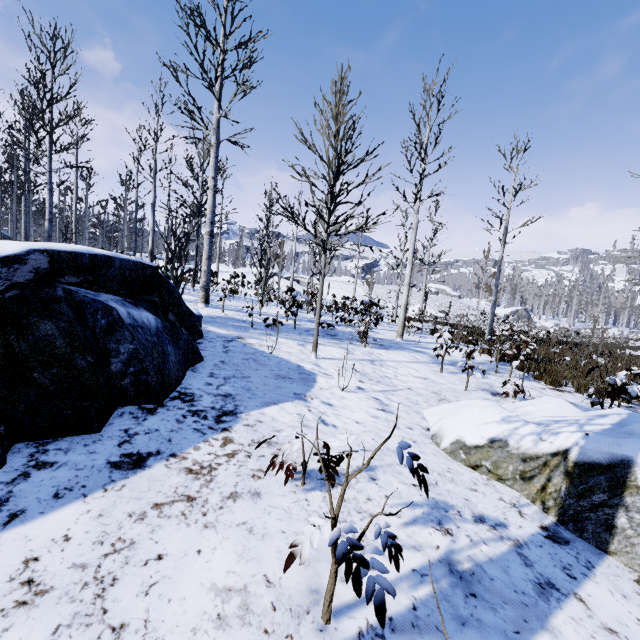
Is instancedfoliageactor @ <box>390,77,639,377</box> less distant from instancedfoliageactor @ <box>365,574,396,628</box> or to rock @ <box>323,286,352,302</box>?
instancedfoliageactor @ <box>365,574,396,628</box>

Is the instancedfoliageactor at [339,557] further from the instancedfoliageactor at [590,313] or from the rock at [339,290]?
the rock at [339,290]

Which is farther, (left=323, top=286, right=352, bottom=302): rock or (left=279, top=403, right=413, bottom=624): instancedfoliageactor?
(left=323, top=286, right=352, bottom=302): rock

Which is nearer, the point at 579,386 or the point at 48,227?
the point at 579,386

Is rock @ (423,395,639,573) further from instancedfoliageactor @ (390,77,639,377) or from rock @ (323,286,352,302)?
rock @ (323,286,352,302)

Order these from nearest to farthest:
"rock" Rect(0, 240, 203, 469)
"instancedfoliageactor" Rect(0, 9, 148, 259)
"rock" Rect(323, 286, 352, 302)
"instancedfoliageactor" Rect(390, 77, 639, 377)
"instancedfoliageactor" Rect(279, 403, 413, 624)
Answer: "instancedfoliageactor" Rect(279, 403, 413, 624) → "rock" Rect(0, 240, 203, 469) → "instancedfoliageactor" Rect(390, 77, 639, 377) → "instancedfoliageactor" Rect(0, 9, 148, 259) → "rock" Rect(323, 286, 352, 302)

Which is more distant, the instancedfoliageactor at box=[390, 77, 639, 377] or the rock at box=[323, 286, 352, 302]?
the rock at box=[323, 286, 352, 302]

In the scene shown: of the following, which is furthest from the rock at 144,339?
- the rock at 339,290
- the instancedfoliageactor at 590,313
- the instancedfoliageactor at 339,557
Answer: the rock at 339,290
